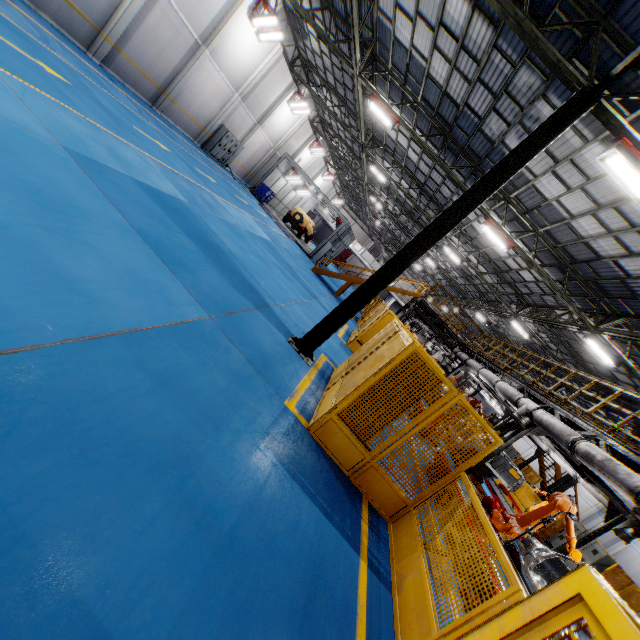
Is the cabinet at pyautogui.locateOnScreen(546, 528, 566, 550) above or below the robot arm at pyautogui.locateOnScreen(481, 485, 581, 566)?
below

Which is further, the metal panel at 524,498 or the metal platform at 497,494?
the metal panel at 524,498

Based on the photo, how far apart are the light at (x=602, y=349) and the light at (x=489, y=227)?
4.9 meters

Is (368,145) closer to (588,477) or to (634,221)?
(634,221)

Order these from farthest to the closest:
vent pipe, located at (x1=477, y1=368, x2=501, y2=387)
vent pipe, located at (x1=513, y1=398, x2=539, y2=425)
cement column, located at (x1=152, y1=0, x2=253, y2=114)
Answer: cement column, located at (x1=152, y1=0, x2=253, y2=114), vent pipe, located at (x1=477, y1=368, x2=501, y2=387), vent pipe, located at (x1=513, y1=398, x2=539, y2=425)

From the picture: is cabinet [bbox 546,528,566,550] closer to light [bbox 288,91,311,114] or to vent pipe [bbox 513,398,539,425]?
vent pipe [bbox 513,398,539,425]

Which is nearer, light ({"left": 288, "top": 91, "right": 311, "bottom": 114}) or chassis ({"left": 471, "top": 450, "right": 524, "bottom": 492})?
chassis ({"left": 471, "top": 450, "right": 524, "bottom": 492})

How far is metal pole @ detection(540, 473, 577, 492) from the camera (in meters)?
17.56
